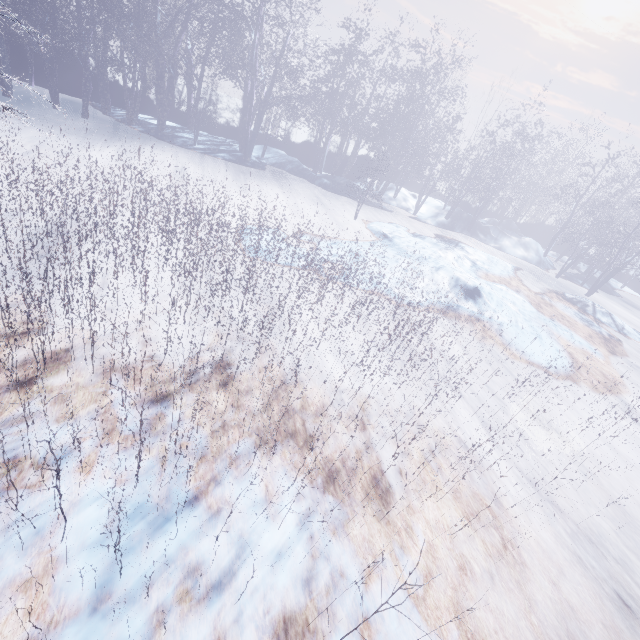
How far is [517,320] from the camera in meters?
9.6 m
